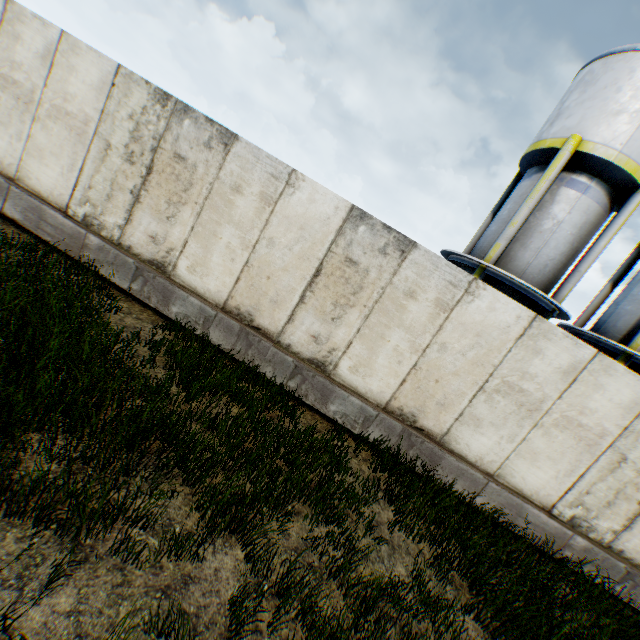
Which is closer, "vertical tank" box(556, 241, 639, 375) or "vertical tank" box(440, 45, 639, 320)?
"vertical tank" box(440, 45, 639, 320)

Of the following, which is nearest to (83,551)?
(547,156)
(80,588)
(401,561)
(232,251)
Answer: A: (80,588)

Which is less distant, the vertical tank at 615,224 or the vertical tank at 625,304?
the vertical tank at 615,224
